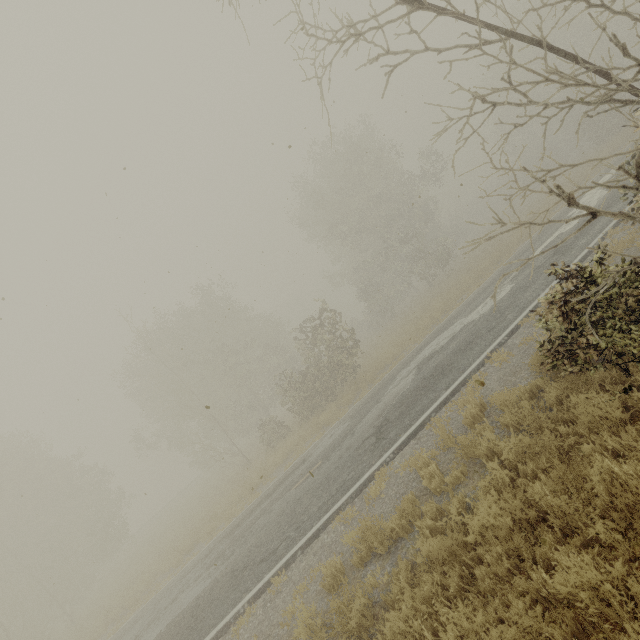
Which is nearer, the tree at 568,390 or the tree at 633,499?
the tree at 633,499

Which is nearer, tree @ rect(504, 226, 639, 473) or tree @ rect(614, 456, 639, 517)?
tree @ rect(614, 456, 639, 517)

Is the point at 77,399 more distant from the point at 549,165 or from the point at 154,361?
the point at 549,165
